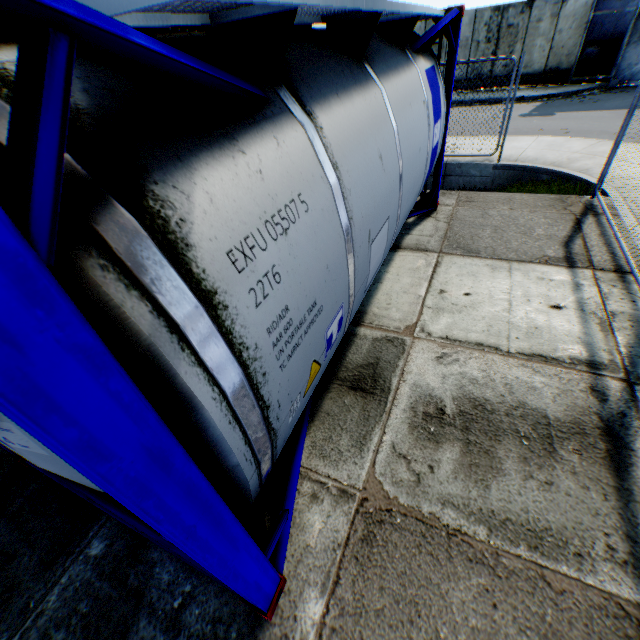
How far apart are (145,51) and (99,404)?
0.9 meters

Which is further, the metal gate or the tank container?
the metal gate

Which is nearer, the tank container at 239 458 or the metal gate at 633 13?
the tank container at 239 458
